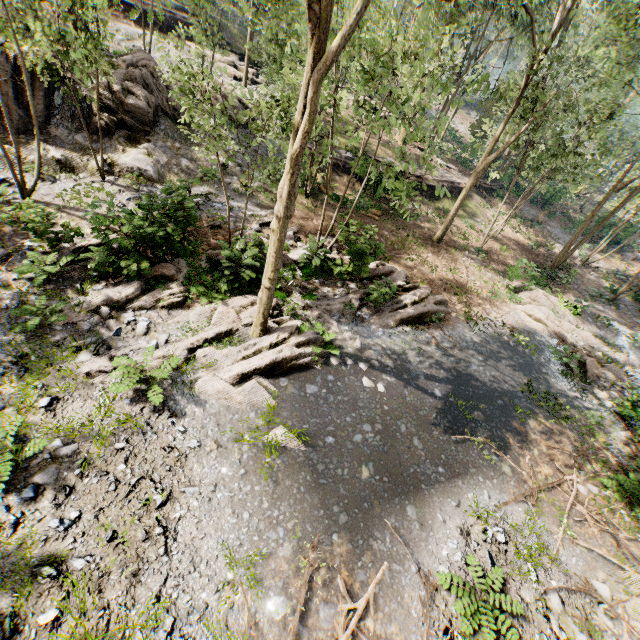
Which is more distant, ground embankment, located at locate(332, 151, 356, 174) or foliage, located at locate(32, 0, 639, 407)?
ground embankment, located at locate(332, 151, 356, 174)

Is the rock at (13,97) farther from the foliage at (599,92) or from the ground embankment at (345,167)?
the ground embankment at (345,167)

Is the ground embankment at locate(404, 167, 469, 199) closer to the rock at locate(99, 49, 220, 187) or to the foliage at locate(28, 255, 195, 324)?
the foliage at locate(28, 255, 195, 324)

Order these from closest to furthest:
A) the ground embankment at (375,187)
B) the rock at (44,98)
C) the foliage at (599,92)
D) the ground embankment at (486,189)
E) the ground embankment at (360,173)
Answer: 1. the foliage at (599,92)
2. the rock at (44,98)
3. the ground embankment at (375,187)
4. the ground embankment at (360,173)
5. the ground embankment at (486,189)

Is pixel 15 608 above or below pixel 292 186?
below

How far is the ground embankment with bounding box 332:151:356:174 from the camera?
21.72m

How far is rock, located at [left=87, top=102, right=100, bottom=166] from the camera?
14.0m
